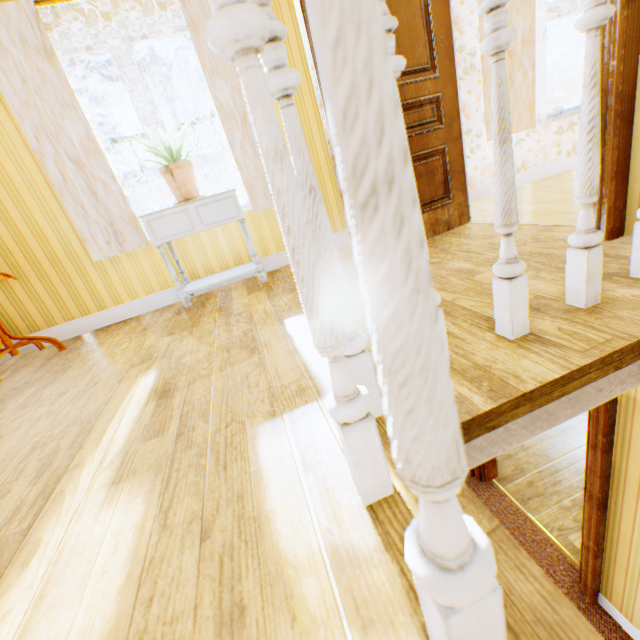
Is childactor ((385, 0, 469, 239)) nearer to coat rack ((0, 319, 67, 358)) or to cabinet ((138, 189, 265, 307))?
cabinet ((138, 189, 265, 307))

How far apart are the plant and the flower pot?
0.02m

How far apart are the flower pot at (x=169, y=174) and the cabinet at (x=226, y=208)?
0.0 meters

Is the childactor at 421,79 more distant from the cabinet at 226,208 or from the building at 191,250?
the cabinet at 226,208

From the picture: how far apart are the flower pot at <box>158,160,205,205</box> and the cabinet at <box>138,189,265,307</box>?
0.01m

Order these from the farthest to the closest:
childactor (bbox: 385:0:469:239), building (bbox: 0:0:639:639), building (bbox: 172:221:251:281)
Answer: building (bbox: 172:221:251:281)
childactor (bbox: 385:0:469:239)
building (bbox: 0:0:639:639)

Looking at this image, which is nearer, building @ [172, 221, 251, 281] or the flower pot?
the flower pot

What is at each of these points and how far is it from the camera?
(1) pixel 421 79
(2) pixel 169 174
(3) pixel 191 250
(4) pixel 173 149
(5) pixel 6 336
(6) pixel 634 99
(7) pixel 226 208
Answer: (1) childactor, 2.50m
(2) flower pot, 2.61m
(3) building, 3.33m
(4) plant, 2.62m
(5) coat rack, 2.72m
(6) building, 1.53m
(7) cabinet, 2.73m
